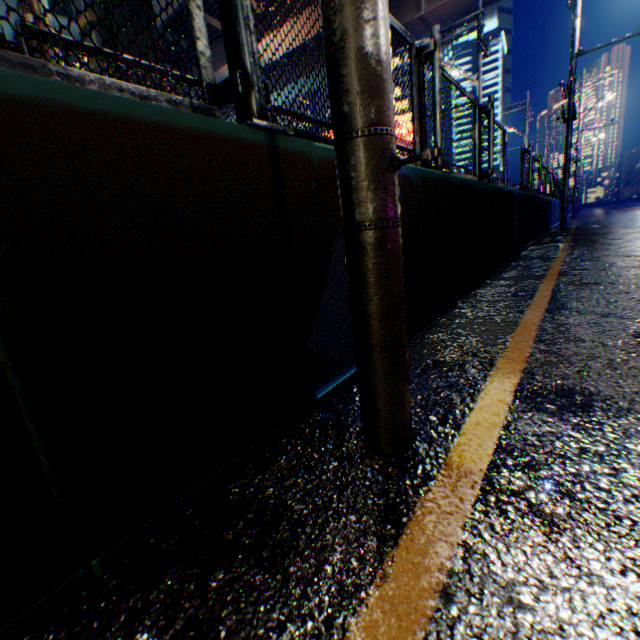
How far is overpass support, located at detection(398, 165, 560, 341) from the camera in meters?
2.8

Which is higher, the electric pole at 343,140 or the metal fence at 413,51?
the metal fence at 413,51

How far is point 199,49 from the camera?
1.4m

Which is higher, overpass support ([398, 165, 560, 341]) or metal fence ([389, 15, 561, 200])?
metal fence ([389, 15, 561, 200])

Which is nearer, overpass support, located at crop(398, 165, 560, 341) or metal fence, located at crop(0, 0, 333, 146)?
metal fence, located at crop(0, 0, 333, 146)

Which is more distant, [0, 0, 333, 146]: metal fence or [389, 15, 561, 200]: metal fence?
[389, 15, 561, 200]: metal fence

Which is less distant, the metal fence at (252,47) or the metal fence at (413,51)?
the metal fence at (252,47)

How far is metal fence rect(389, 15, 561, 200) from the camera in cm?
308
